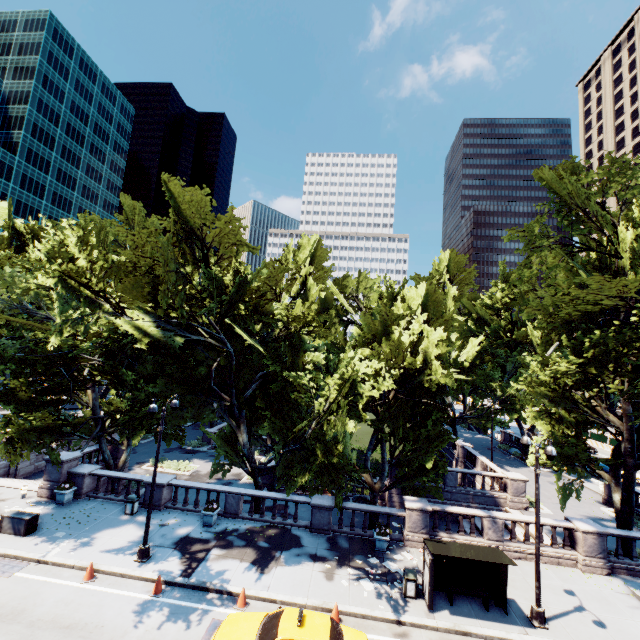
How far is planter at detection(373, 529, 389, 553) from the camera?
17.20m

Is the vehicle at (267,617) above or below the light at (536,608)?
above

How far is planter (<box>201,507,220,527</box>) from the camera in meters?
18.3

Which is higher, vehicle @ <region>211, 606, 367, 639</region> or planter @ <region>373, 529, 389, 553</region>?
vehicle @ <region>211, 606, 367, 639</region>

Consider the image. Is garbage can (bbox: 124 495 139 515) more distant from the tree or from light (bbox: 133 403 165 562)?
light (bbox: 133 403 165 562)

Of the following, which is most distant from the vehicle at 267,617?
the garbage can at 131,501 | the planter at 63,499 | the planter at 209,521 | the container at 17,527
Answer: the planter at 63,499

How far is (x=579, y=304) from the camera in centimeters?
2100cm

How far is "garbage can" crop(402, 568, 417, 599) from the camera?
14.0 meters
